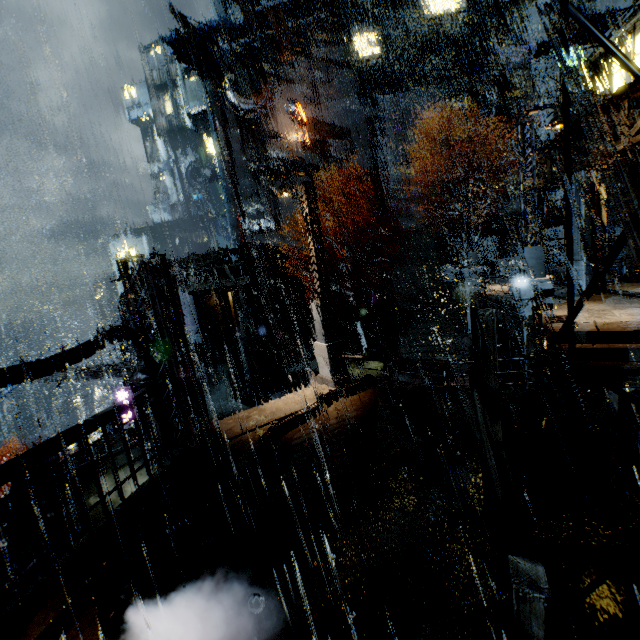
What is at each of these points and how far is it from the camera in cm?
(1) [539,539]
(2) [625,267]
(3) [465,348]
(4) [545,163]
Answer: (1) building, 456
(2) building, 1941
(3) pipe, 1897
(4) building, 1797

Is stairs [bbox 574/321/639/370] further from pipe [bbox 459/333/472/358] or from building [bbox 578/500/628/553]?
pipe [bbox 459/333/472/358]

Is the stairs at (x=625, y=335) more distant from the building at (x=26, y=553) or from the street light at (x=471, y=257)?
the street light at (x=471, y=257)

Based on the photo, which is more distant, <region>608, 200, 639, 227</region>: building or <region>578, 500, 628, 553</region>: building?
<region>608, 200, 639, 227</region>: building

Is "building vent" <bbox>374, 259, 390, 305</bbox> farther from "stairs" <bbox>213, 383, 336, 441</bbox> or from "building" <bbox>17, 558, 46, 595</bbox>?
"stairs" <bbox>213, 383, 336, 441</bbox>

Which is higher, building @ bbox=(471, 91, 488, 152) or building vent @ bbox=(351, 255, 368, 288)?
building @ bbox=(471, 91, 488, 152)

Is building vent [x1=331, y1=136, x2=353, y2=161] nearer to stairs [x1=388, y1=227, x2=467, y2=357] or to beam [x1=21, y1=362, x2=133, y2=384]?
stairs [x1=388, y1=227, x2=467, y2=357]

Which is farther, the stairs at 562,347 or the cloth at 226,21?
the cloth at 226,21
